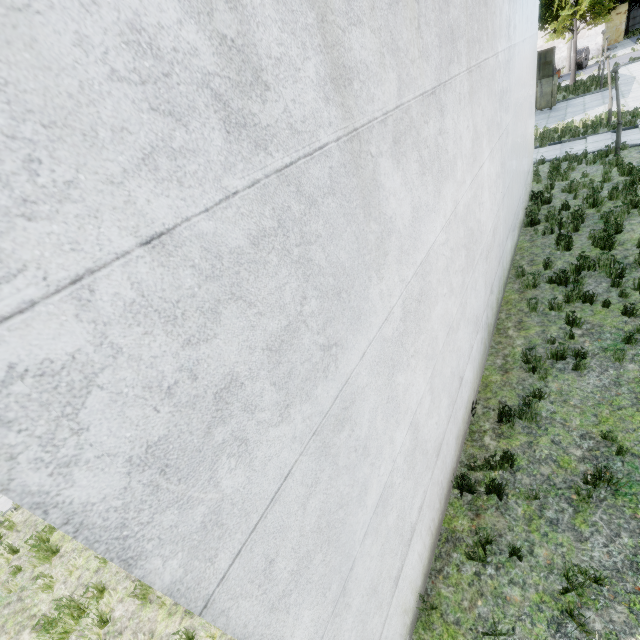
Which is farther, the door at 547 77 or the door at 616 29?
the door at 616 29

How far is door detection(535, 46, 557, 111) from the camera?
22.72m

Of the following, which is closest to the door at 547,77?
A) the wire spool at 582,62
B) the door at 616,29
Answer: the wire spool at 582,62

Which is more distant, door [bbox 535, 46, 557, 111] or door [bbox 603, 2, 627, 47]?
door [bbox 603, 2, 627, 47]

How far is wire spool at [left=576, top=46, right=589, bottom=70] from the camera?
34.3m

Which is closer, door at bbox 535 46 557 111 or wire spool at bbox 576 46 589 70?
door at bbox 535 46 557 111

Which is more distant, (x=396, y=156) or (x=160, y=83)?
(x=396, y=156)

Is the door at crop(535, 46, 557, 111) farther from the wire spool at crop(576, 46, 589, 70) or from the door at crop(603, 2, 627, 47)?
the door at crop(603, 2, 627, 47)
